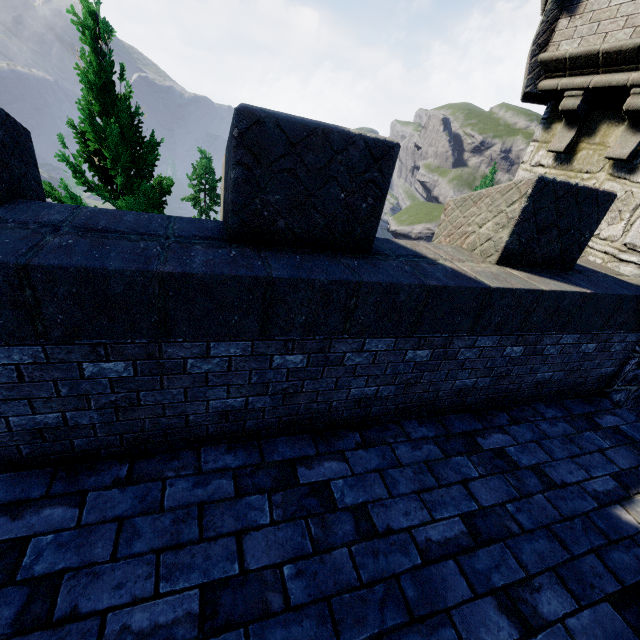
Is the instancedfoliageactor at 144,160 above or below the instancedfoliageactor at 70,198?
above

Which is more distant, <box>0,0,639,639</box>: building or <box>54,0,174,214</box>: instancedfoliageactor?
<box>54,0,174,214</box>: instancedfoliageactor

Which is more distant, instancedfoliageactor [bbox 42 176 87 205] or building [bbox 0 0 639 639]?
instancedfoliageactor [bbox 42 176 87 205]

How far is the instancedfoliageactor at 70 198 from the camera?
6.68m

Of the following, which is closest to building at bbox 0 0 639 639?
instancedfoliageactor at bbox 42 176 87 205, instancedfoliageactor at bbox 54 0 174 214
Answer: instancedfoliageactor at bbox 42 176 87 205

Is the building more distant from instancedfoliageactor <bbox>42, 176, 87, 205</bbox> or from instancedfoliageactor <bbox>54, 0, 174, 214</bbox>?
instancedfoliageactor <bbox>54, 0, 174, 214</bbox>

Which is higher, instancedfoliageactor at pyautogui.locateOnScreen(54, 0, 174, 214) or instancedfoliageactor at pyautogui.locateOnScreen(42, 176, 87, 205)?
instancedfoliageactor at pyautogui.locateOnScreen(54, 0, 174, 214)

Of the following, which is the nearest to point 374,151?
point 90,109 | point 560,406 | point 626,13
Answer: point 560,406
